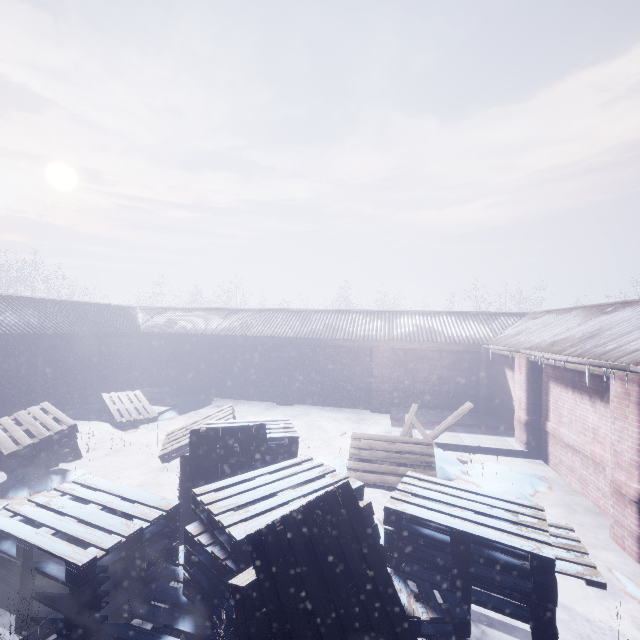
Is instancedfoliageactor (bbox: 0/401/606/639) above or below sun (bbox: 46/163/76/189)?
below

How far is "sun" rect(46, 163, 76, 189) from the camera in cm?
5553

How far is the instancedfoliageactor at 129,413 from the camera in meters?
8.1

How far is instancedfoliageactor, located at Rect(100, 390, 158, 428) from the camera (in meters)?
8.12

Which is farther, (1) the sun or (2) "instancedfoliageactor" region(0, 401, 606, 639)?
(1) the sun

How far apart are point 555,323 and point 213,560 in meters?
8.7 m

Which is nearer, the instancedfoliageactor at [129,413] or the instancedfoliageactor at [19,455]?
the instancedfoliageactor at [19,455]
